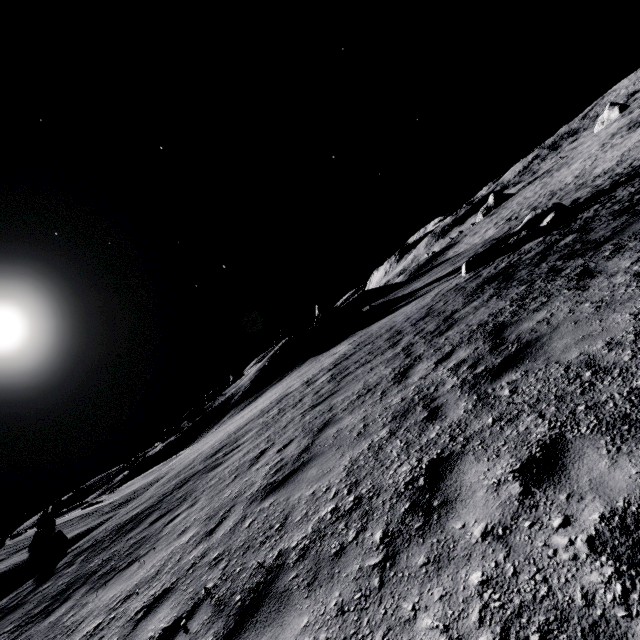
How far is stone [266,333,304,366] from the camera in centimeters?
3028cm

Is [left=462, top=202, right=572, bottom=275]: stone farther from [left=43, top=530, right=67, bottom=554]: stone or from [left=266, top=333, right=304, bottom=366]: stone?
[left=43, top=530, right=67, bottom=554]: stone

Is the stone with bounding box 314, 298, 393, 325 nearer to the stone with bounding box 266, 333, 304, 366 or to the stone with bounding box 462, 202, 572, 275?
the stone with bounding box 266, 333, 304, 366

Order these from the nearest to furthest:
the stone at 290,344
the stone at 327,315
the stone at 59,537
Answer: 1. the stone at 59,537
2. the stone at 290,344
3. the stone at 327,315

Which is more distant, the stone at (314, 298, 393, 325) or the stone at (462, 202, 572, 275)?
the stone at (314, 298, 393, 325)

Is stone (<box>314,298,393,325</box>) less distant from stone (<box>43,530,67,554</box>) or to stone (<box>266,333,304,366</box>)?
stone (<box>266,333,304,366</box>)

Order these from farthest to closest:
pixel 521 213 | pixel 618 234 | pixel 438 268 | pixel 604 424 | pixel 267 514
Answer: pixel 521 213, pixel 438 268, pixel 618 234, pixel 267 514, pixel 604 424

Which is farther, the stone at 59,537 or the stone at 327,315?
the stone at 327,315
